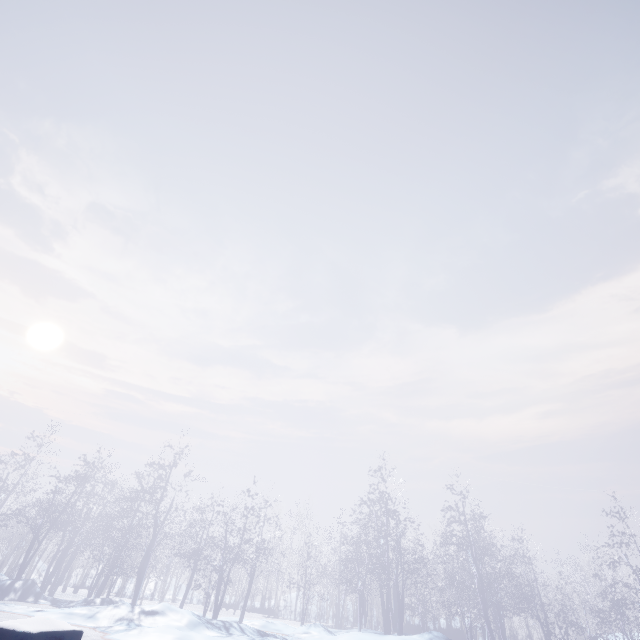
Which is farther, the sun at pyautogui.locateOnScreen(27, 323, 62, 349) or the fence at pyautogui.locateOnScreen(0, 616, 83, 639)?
the sun at pyautogui.locateOnScreen(27, 323, 62, 349)

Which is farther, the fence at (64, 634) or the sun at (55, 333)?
the sun at (55, 333)

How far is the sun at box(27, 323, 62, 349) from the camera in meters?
49.0 m

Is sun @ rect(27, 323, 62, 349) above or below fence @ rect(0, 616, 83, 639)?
above

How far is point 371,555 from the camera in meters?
16.9

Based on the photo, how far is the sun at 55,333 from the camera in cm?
4900
